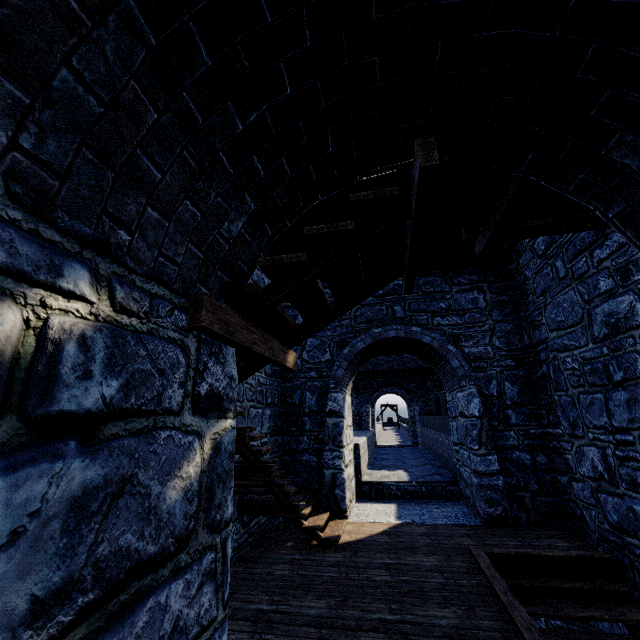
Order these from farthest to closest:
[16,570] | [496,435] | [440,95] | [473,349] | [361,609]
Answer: [473,349], [496,435], [361,609], [440,95], [16,570]
